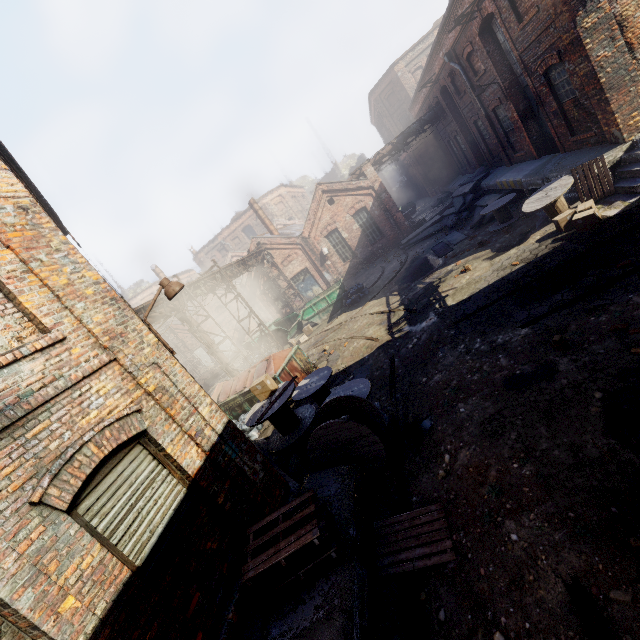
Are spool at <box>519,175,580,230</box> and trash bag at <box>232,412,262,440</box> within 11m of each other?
no

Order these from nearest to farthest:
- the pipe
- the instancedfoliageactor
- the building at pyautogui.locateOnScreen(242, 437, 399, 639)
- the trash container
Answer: the building at pyautogui.locateOnScreen(242, 437, 399, 639), the instancedfoliageactor, the trash container, the pipe

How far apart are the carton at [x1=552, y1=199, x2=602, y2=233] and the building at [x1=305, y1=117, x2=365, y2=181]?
47.57m

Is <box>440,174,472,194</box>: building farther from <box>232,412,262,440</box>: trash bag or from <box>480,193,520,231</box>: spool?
<box>232,412,262,440</box>: trash bag

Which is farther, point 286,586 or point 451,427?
point 451,427

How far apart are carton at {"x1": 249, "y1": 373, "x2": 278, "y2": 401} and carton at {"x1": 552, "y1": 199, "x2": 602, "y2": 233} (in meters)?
9.60

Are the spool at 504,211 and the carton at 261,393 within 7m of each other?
no

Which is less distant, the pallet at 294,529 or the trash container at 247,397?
the pallet at 294,529
